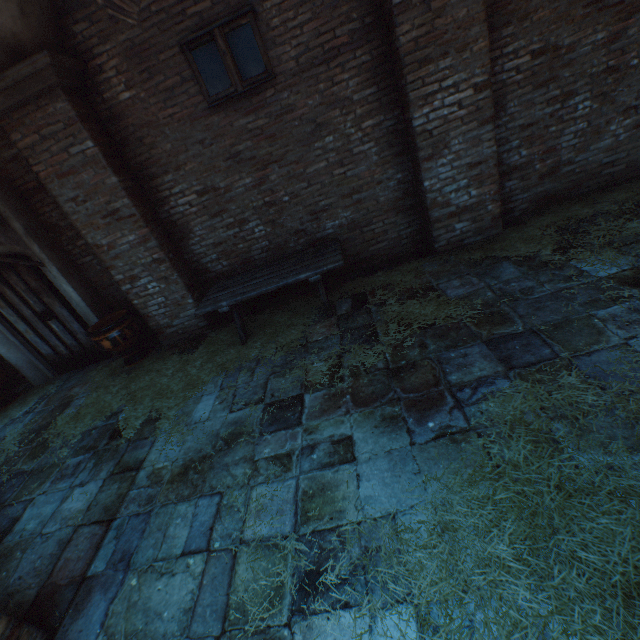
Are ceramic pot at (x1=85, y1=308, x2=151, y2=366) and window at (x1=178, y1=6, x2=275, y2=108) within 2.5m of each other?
no

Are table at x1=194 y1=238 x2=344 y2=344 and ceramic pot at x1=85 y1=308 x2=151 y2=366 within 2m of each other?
yes

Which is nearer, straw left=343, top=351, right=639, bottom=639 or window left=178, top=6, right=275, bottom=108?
straw left=343, top=351, right=639, bottom=639

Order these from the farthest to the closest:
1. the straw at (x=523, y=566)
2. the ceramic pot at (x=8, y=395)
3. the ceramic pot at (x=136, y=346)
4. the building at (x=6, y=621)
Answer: the ceramic pot at (x=8, y=395) < the ceramic pot at (x=136, y=346) < the building at (x=6, y=621) < the straw at (x=523, y=566)

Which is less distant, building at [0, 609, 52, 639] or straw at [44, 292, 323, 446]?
building at [0, 609, 52, 639]

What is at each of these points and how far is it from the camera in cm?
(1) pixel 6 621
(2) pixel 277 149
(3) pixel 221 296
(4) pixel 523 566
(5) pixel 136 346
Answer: (1) building, 204
(2) building, 472
(3) table, 472
(4) straw, 168
(5) ceramic pot, 561

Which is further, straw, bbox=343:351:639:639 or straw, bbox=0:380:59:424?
straw, bbox=0:380:59:424

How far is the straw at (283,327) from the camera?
4.2 meters
